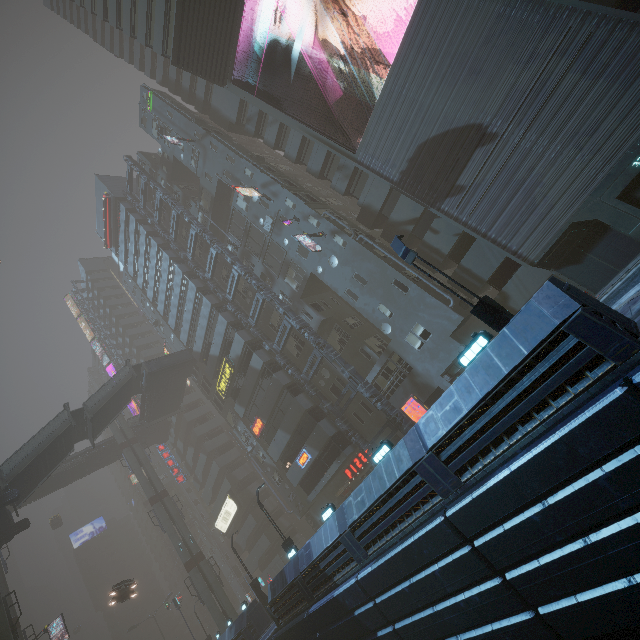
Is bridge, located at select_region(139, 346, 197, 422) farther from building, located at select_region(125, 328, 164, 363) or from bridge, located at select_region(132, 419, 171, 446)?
bridge, located at select_region(132, 419, 171, 446)

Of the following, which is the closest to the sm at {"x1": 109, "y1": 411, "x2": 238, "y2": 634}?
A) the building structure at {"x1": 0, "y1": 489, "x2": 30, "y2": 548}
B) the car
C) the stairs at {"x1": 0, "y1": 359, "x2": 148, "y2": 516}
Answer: the stairs at {"x1": 0, "y1": 359, "x2": 148, "y2": 516}

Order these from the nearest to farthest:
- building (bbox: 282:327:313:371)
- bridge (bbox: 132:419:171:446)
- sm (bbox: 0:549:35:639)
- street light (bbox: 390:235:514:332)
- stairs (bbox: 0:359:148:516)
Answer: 1. street light (bbox: 390:235:514:332)
2. sm (bbox: 0:549:35:639)
3. stairs (bbox: 0:359:148:516)
4. building (bbox: 282:327:313:371)
5. bridge (bbox: 132:419:171:446)

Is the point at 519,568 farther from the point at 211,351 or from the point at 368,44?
the point at 368,44

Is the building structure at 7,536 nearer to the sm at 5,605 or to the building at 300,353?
the sm at 5,605

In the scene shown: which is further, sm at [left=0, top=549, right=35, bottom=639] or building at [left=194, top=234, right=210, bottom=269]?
building at [left=194, top=234, right=210, bottom=269]

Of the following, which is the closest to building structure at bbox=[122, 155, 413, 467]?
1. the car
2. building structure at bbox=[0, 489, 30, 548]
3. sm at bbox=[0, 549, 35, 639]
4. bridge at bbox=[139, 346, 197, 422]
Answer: bridge at bbox=[139, 346, 197, 422]

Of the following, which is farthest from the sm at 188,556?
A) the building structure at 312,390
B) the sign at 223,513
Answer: the building structure at 312,390
